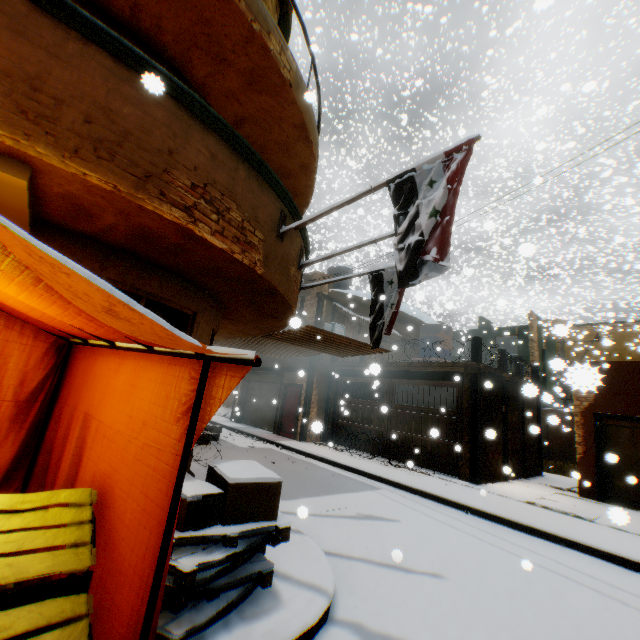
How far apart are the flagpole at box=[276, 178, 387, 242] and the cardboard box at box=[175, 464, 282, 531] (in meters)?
1.80

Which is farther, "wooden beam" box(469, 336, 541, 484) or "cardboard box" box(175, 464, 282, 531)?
"wooden beam" box(469, 336, 541, 484)

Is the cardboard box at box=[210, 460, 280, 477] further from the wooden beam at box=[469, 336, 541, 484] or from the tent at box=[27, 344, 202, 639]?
the wooden beam at box=[469, 336, 541, 484]

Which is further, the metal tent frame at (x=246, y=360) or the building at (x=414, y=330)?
the building at (x=414, y=330)

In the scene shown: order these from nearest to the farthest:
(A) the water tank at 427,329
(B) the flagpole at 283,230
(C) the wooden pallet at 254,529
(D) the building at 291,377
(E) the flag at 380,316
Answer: (C) the wooden pallet at 254,529
(E) the flag at 380,316
(B) the flagpole at 283,230
(D) the building at 291,377
(A) the water tank at 427,329

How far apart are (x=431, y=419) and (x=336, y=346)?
4.8m

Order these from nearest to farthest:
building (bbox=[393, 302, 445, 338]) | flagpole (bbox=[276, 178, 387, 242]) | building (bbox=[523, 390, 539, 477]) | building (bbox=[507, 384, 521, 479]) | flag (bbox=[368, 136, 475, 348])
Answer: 1. flag (bbox=[368, 136, 475, 348])
2. flagpole (bbox=[276, 178, 387, 242])
3. building (bbox=[523, 390, 539, 477])
4. building (bbox=[507, 384, 521, 479])
5. building (bbox=[393, 302, 445, 338])

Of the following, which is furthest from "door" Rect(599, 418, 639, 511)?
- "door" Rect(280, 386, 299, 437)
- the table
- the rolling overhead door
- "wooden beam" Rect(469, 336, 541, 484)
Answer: the rolling overhead door
